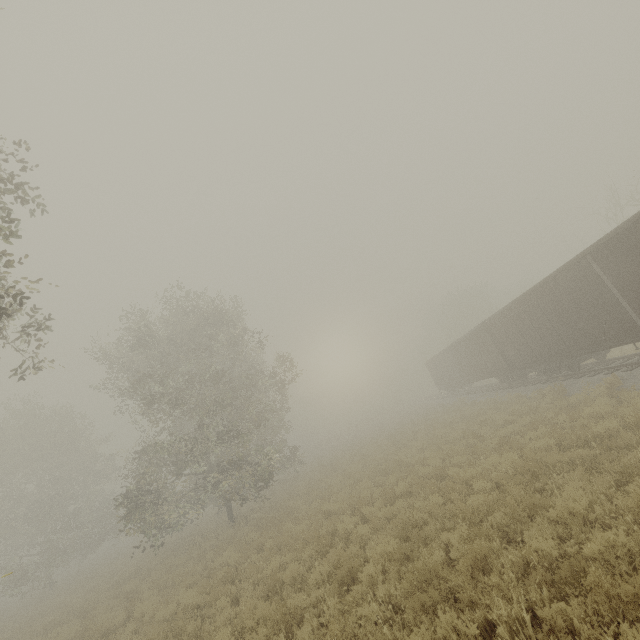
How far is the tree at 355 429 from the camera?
49.33m

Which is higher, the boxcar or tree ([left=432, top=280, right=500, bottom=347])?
tree ([left=432, top=280, right=500, bottom=347])

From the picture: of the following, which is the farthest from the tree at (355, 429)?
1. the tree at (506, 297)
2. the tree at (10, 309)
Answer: the tree at (10, 309)

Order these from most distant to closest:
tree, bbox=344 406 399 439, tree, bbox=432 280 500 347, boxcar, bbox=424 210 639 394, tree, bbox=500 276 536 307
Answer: tree, bbox=500 276 536 307
tree, bbox=344 406 399 439
tree, bbox=432 280 500 347
boxcar, bbox=424 210 639 394

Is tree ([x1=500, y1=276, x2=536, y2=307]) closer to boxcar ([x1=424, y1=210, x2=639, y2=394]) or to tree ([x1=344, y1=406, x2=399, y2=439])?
tree ([x1=344, y1=406, x2=399, y2=439])

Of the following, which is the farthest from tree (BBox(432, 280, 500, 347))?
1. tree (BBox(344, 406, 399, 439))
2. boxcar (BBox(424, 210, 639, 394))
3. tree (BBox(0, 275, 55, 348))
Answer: tree (BBox(0, 275, 55, 348))

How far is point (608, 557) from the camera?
4.46m

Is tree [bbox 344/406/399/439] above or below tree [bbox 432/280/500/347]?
below
